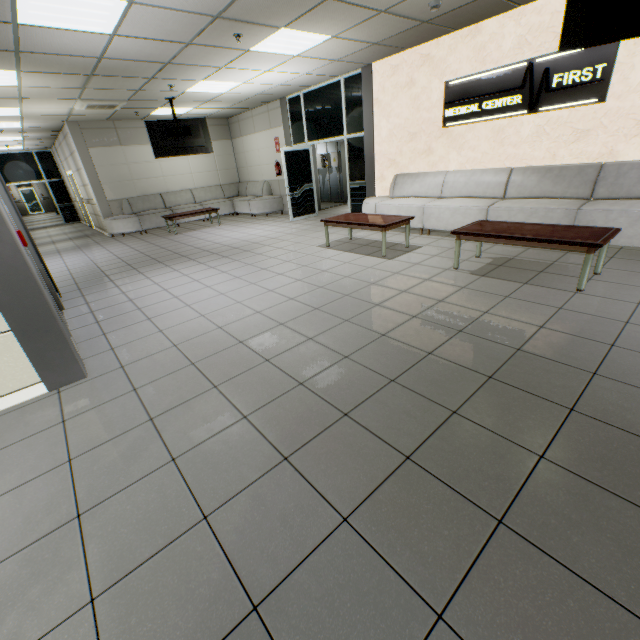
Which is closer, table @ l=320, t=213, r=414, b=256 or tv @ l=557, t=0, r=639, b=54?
tv @ l=557, t=0, r=639, b=54

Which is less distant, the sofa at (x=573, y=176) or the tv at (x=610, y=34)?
the tv at (x=610, y=34)

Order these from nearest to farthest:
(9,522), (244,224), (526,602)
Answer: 1. (526,602)
2. (9,522)
3. (244,224)

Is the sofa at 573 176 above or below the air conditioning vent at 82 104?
below

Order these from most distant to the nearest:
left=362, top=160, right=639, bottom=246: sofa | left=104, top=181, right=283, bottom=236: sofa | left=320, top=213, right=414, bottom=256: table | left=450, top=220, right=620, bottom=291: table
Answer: left=104, top=181, right=283, bottom=236: sofa
left=320, top=213, right=414, bottom=256: table
left=362, top=160, right=639, bottom=246: sofa
left=450, top=220, right=620, bottom=291: table

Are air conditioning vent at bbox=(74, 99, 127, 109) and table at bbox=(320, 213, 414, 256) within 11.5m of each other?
yes

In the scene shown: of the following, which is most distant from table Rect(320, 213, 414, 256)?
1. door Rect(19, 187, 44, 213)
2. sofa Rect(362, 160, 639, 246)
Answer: door Rect(19, 187, 44, 213)

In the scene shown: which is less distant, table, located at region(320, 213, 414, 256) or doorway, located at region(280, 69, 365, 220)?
table, located at region(320, 213, 414, 256)
